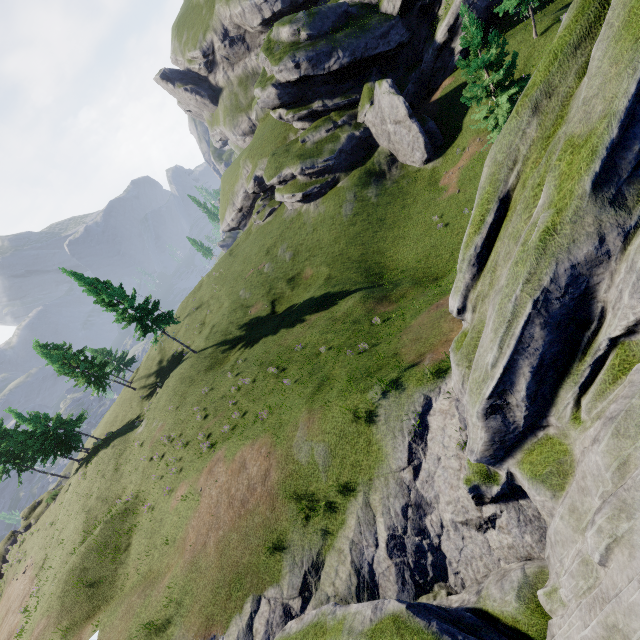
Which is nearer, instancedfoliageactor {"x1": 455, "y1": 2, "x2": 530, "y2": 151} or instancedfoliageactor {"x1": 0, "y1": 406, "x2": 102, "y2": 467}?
instancedfoliageactor {"x1": 455, "y1": 2, "x2": 530, "y2": 151}

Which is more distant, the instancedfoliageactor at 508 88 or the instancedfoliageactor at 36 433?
the instancedfoliageactor at 36 433

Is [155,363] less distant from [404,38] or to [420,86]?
[420,86]
